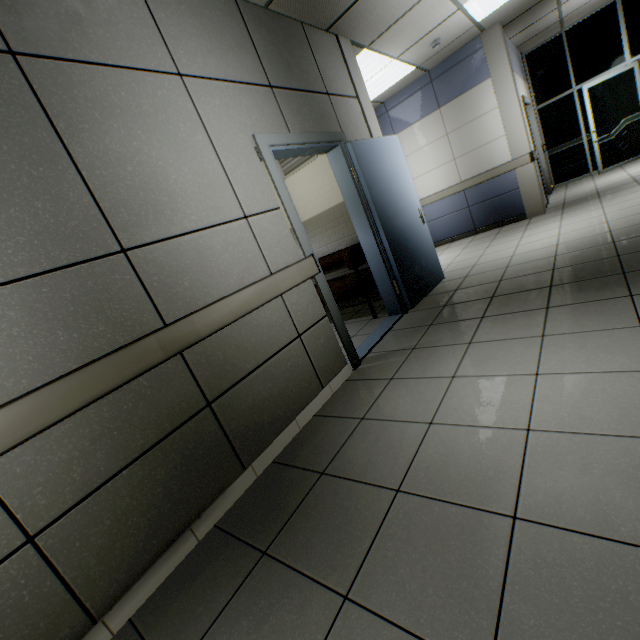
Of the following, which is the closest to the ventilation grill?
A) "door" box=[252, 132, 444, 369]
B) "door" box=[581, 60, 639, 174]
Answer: "door" box=[252, 132, 444, 369]

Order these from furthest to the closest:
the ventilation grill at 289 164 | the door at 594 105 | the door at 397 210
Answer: the door at 594 105
the ventilation grill at 289 164
the door at 397 210

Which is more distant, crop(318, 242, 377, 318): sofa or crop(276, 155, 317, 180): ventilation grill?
crop(276, 155, 317, 180): ventilation grill

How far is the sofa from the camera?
4.05m

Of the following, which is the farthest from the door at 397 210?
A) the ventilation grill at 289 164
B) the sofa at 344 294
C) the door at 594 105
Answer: the door at 594 105

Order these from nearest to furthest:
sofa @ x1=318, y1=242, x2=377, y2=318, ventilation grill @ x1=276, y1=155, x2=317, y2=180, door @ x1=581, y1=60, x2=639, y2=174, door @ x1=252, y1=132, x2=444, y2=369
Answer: door @ x1=252, y1=132, x2=444, y2=369 < sofa @ x1=318, y1=242, x2=377, y2=318 < ventilation grill @ x1=276, y1=155, x2=317, y2=180 < door @ x1=581, y1=60, x2=639, y2=174

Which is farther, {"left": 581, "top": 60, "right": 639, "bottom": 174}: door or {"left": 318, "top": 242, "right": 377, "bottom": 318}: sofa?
{"left": 581, "top": 60, "right": 639, "bottom": 174}: door

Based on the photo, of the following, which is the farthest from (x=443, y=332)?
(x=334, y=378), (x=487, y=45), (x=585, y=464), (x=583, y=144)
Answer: (x=583, y=144)
